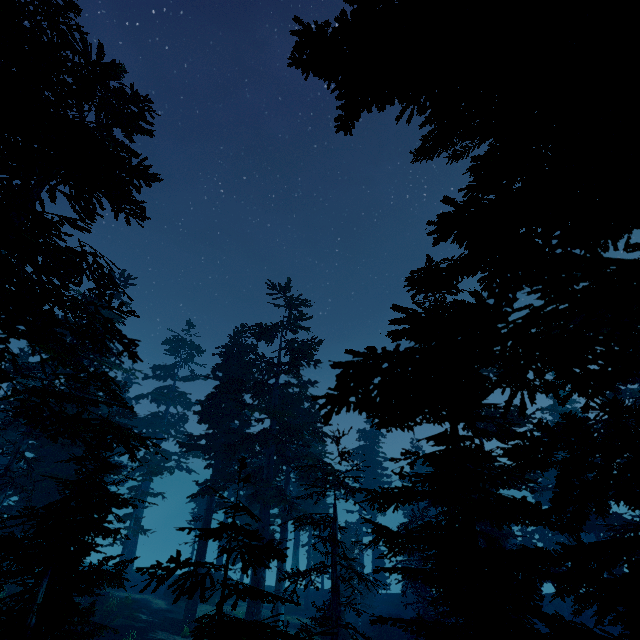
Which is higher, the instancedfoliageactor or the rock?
the instancedfoliageactor

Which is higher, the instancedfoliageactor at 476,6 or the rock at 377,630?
the instancedfoliageactor at 476,6

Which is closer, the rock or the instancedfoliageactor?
the instancedfoliageactor

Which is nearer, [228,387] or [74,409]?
[74,409]

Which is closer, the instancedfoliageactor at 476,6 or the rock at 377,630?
the instancedfoliageactor at 476,6
